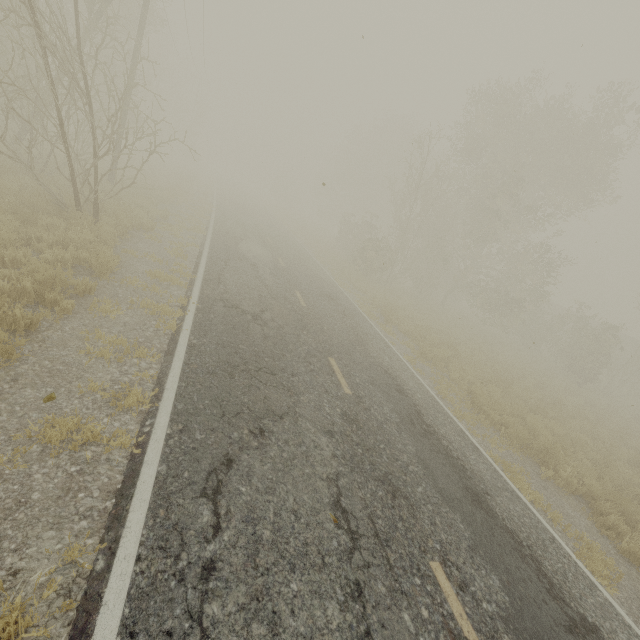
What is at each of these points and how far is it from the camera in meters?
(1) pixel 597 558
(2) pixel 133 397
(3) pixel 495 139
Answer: (1) tree, 6.2
(2) tree, 4.7
(3) tree, 24.5

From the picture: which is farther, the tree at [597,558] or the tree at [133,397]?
the tree at [597,558]

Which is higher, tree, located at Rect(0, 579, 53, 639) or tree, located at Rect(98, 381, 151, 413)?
tree, located at Rect(98, 381, 151, 413)

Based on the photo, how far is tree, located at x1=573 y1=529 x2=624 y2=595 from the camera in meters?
5.6

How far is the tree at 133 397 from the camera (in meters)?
4.52

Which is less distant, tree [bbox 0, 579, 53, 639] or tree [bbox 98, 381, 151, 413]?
tree [bbox 0, 579, 53, 639]

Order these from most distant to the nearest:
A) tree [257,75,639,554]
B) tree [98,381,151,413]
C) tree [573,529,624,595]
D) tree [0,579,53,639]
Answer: tree [257,75,639,554], tree [573,529,624,595], tree [98,381,151,413], tree [0,579,53,639]
